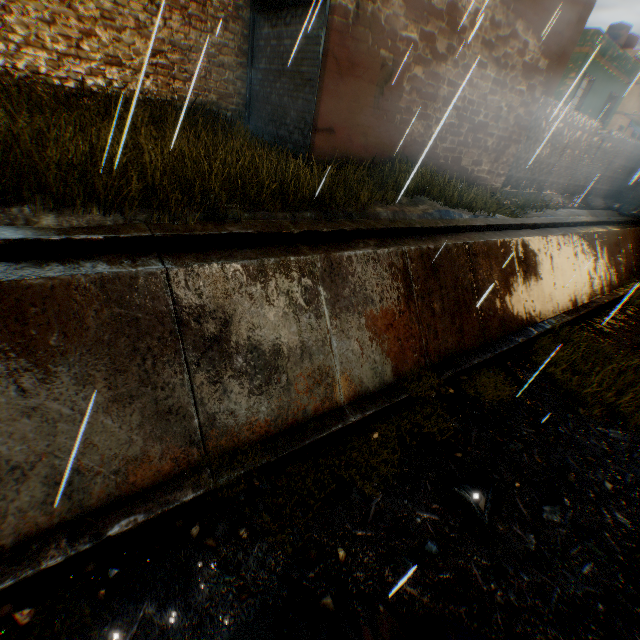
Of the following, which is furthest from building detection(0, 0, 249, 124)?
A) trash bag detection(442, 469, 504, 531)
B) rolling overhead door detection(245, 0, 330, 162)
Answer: trash bag detection(442, 469, 504, 531)

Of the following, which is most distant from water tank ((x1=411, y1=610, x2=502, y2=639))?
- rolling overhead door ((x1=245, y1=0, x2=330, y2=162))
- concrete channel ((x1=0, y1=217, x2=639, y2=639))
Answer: rolling overhead door ((x1=245, y1=0, x2=330, y2=162))

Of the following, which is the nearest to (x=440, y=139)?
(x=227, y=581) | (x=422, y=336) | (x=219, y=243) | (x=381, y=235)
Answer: (x=381, y=235)

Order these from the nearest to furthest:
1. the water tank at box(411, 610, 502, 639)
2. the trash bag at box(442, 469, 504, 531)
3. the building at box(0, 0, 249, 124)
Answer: the water tank at box(411, 610, 502, 639) → the trash bag at box(442, 469, 504, 531) → the building at box(0, 0, 249, 124)

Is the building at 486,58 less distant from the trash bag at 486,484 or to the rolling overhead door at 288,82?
the rolling overhead door at 288,82

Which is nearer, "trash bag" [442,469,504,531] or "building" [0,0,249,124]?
"trash bag" [442,469,504,531]

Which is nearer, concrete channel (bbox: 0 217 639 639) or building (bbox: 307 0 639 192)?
concrete channel (bbox: 0 217 639 639)

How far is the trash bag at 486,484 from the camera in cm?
438
